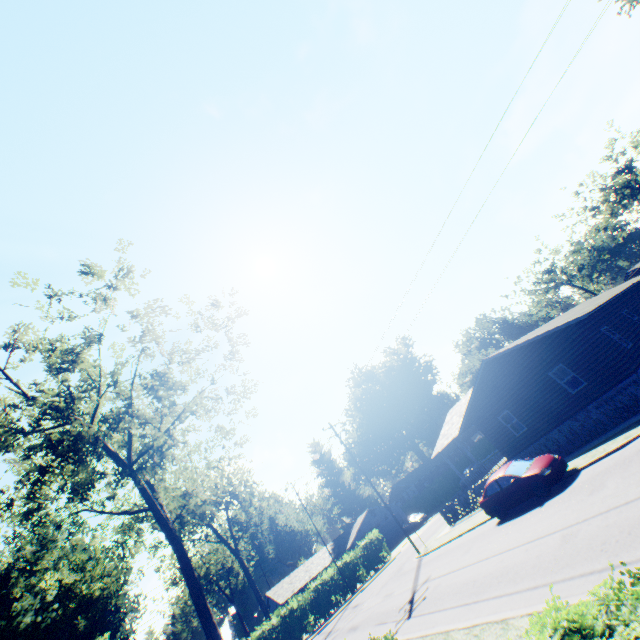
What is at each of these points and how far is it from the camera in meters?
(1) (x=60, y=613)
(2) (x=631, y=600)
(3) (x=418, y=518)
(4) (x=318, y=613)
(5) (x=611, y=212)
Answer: (1) plant, 41.6
(2) hedge, 2.6
(3) car, 41.6
(4) hedge, 31.1
(5) plant, 59.7

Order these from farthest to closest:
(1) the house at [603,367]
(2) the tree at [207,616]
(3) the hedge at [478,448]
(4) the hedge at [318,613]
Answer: (3) the hedge at [478,448] < (4) the hedge at [318,613] < (1) the house at [603,367] < (2) the tree at [207,616]

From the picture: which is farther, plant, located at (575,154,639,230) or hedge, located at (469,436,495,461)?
hedge, located at (469,436,495,461)

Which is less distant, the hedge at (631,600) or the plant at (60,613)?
the hedge at (631,600)

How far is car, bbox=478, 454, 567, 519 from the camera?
14.1 meters

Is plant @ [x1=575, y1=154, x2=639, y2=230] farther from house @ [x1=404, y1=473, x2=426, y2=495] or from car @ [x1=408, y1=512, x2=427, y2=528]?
car @ [x1=408, y1=512, x2=427, y2=528]

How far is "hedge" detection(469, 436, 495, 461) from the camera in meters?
49.8 m

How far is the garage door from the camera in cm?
4653
